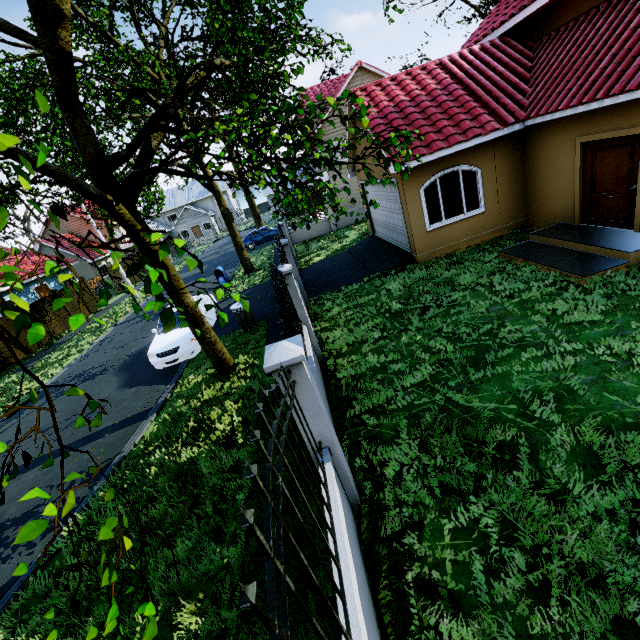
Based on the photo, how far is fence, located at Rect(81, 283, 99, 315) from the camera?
23.75m

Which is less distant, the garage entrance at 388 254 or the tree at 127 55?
the tree at 127 55

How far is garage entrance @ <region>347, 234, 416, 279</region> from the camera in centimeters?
1117cm

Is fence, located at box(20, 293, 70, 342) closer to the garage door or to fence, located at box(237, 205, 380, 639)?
fence, located at box(237, 205, 380, 639)

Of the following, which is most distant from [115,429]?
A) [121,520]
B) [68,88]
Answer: [121,520]

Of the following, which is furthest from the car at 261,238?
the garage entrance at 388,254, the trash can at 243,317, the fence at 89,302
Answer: the trash can at 243,317

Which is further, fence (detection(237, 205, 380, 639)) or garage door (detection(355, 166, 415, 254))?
garage door (detection(355, 166, 415, 254))

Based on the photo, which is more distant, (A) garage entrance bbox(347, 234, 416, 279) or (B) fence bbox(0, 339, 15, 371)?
(B) fence bbox(0, 339, 15, 371)
